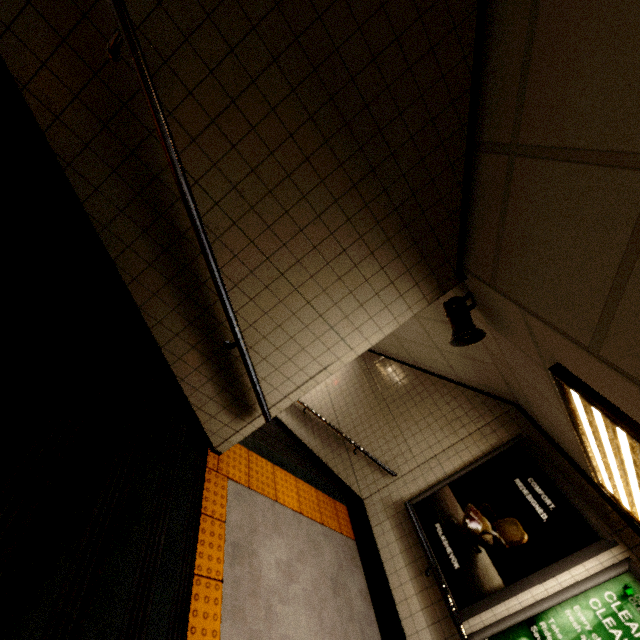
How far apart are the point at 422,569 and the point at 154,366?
3.9m

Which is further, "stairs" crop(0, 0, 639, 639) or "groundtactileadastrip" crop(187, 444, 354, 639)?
"groundtactileadastrip" crop(187, 444, 354, 639)

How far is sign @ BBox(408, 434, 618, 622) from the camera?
3.2 meters

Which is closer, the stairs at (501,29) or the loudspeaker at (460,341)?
the stairs at (501,29)

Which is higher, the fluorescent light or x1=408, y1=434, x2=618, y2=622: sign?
the fluorescent light

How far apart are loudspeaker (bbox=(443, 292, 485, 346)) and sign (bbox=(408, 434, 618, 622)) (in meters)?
2.22

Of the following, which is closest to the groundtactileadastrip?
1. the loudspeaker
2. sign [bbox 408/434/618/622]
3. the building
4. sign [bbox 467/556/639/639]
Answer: the building

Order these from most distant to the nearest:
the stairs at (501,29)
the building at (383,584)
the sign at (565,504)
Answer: the sign at (565,504) → the building at (383,584) → the stairs at (501,29)
